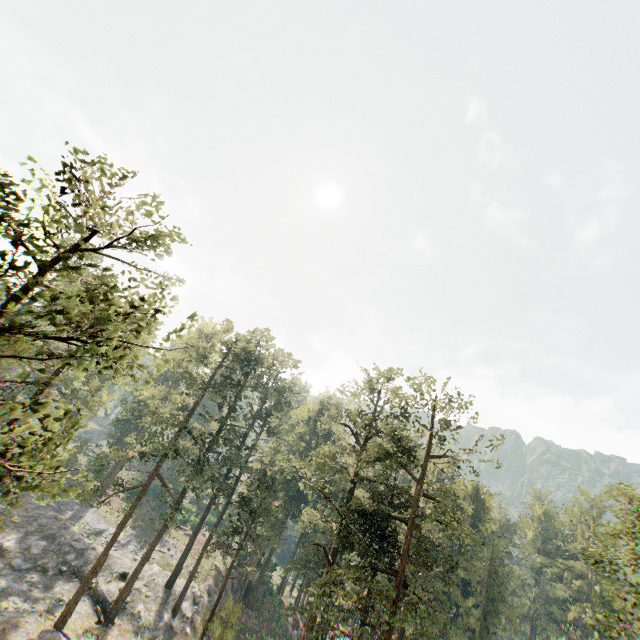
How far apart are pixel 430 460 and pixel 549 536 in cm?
2947

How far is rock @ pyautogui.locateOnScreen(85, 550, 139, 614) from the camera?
32.0m

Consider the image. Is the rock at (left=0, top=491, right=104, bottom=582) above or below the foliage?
below

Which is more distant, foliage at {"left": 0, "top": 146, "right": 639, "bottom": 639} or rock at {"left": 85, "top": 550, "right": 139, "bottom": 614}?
rock at {"left": 85, "top": 550, "right": 139, "bottom": 614}

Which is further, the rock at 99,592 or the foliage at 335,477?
the rock at 99,592

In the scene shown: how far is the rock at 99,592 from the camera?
32.0m
